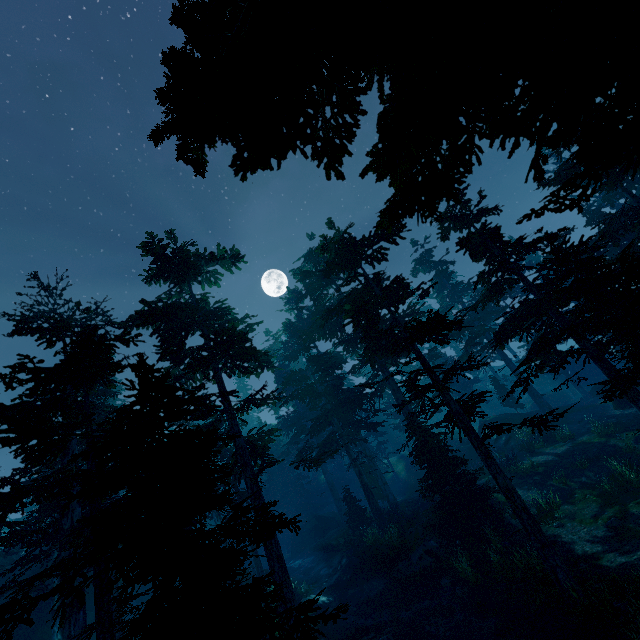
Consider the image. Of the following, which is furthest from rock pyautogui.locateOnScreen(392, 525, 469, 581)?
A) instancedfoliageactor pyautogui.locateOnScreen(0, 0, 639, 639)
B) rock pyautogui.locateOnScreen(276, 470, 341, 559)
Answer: rock pyautogui.locateOnScreen(276, 470, 341, 559)

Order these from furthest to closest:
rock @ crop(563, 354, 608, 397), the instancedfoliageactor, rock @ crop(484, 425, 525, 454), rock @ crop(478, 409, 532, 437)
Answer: rock @ crop(563, 354, 608, 397) < rock @ crop(478, 409, 532, 437) < rock @ crop(484, 425, 525, 454) < the instancedfoliageactor

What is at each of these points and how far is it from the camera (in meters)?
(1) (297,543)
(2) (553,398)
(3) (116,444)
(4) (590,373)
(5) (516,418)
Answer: (1) rock, 34.38
(2) rock, 42.16
(3) instancedfoliageactor, 6.03
(4) rock, 42.16
(5) rock, 30.02

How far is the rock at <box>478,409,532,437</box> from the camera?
29.3m

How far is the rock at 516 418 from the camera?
29.29m

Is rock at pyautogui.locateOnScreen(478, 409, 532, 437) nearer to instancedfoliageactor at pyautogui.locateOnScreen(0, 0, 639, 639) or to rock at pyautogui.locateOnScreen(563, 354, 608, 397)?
instancedfoliageactor at pyautogui.locateOnScreen(0, 0, 639, 639)

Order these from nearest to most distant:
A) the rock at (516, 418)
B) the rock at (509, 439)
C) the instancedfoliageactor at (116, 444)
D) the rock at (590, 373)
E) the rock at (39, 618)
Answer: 1. the instancedfoliageactor at (116, 444)
2. the rock at (39, 618)
3. the rock at (509, 439)
4. the rock at (516, 418)
5. the rock at (590, 373)

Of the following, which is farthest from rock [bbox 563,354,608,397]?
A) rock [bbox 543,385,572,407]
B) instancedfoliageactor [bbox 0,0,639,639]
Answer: rock [bbox 543,385,572,407]
